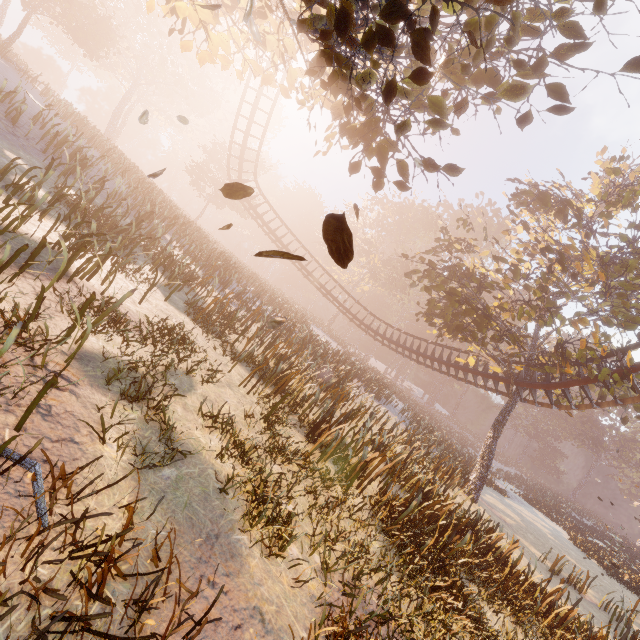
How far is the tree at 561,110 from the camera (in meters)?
5.40

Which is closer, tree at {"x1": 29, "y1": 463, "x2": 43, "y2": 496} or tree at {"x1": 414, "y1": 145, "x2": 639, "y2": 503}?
tree at {"x1": 29, "y1": 463, "x2": 43, "y2": 496}

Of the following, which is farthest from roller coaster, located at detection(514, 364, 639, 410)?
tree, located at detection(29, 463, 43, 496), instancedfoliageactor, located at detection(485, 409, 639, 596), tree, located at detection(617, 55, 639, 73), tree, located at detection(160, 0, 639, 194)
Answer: tree, located at detection(29, 463, 43, 496)

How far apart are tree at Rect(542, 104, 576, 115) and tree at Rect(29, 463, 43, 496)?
8.4 meters

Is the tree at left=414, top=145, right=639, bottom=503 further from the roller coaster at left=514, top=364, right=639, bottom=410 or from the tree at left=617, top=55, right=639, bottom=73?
the tree at left=617, top=55, right=639, bottom=73

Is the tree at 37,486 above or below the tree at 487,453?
below

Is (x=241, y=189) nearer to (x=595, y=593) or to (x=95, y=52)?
(x=595, y=593)

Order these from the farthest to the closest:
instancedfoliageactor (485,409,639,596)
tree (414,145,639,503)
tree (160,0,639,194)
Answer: instancedfoliageactor (485,409,639,596)
tree (414,145,639,503)
tree (160,0,639,194)
